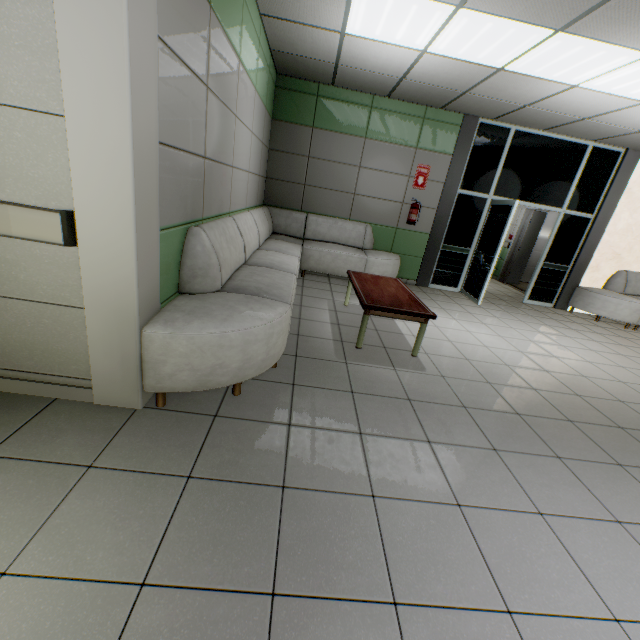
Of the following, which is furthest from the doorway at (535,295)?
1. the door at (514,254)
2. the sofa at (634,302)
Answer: the door at (514,254)

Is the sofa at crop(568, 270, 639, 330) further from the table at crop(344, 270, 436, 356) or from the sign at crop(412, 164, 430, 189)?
the table at crop(344, 270, 436, 356)

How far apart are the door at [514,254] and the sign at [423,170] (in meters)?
3.77

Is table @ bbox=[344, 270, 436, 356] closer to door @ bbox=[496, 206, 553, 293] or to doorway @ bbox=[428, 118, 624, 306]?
doorway @ bbox=[428, 118, 624, 306]

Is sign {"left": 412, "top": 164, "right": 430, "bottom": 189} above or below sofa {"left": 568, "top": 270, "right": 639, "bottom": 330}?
above

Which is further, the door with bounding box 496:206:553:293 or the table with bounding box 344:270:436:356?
the door with bounding box 496:206:553:293

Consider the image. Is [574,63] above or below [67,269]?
above

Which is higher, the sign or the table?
the sign
